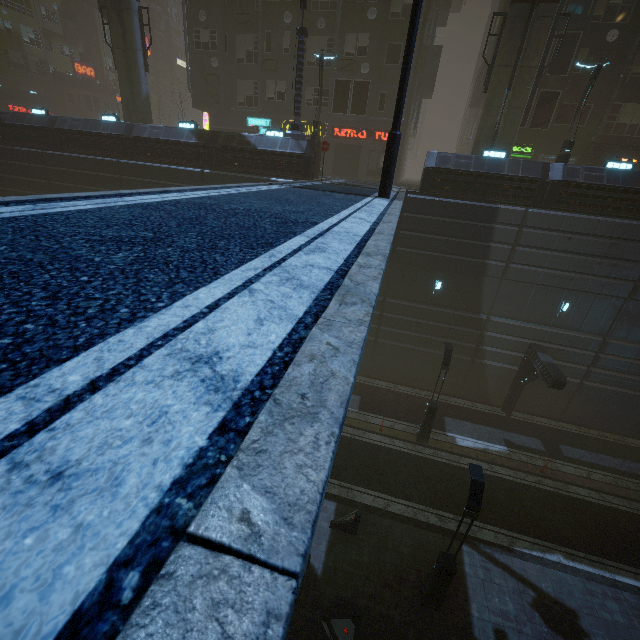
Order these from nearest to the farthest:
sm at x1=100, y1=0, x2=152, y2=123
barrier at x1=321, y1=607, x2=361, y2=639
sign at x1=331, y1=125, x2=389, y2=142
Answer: barrier at x1=321, y1=607, x2=361, y2=639, sm at x1=100, y1=0, x2=152, y2=123, sign at x1=331, y1=125, x2=389, y2=142

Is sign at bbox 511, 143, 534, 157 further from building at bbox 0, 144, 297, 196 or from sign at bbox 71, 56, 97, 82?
sign at bbox 71, 56, 97, 82

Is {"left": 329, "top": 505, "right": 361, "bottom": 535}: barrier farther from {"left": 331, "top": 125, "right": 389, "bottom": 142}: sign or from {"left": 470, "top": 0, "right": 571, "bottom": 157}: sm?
{"left": 331, "top": 125, "right": 389, "bottom": 142}: sign

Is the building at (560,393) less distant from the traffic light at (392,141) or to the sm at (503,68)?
the traffic light at (392,141)

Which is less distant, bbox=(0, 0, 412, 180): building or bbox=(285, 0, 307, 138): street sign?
bbox=(285, 0, 307, 138): street sign

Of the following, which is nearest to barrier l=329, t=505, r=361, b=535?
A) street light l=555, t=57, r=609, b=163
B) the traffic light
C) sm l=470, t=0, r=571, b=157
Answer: the traffic light

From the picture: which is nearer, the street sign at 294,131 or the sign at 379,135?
the street sign at 294,131

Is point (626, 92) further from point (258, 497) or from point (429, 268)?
point (258, 497)
